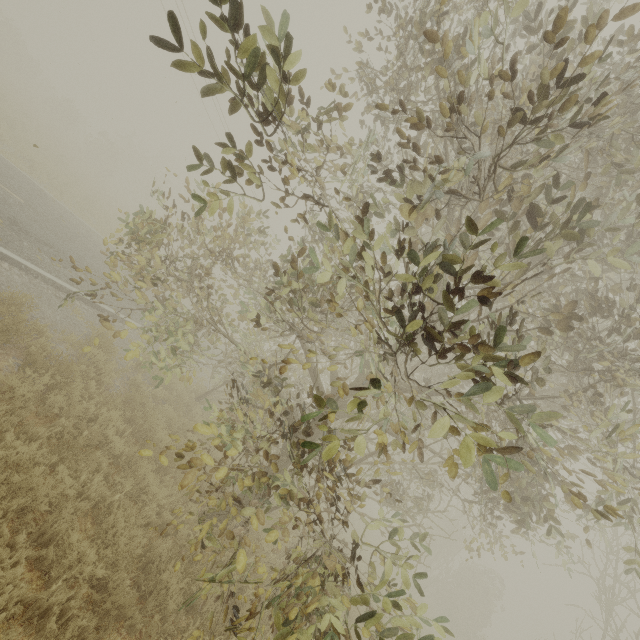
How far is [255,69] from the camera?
2.4 meters
